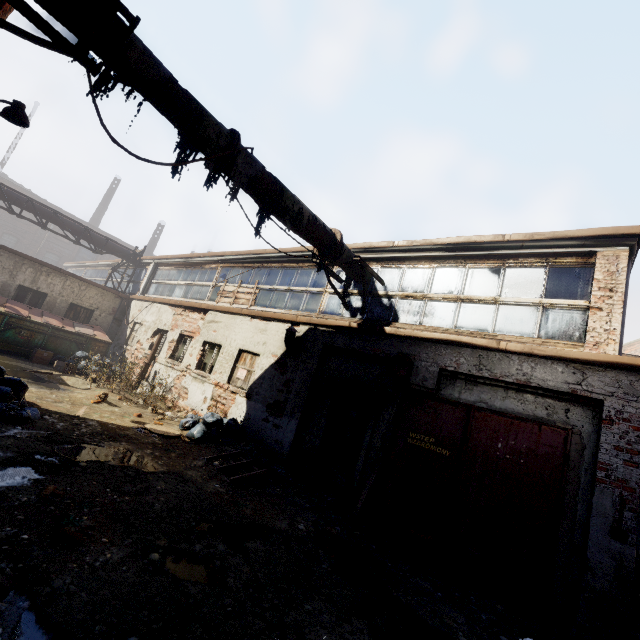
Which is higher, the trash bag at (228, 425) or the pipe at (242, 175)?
the pipe at (242, 175)

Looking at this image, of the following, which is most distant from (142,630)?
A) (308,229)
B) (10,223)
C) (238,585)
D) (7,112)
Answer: (10,223)

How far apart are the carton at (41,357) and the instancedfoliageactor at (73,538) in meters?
11.9 m

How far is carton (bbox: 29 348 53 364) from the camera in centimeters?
1193cm

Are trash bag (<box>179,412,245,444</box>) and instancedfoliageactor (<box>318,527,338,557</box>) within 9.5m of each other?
yes

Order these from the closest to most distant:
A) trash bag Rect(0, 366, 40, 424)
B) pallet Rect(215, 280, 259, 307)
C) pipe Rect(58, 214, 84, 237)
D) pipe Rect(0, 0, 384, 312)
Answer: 1. pipe Rect(0, 0, 384, 312)
2. trash bag Rect(0, 366, 40, 424)
3. pallet Rect(215, 280, 259, 307)
4. pipe Rect(58, 214, 84, 237)

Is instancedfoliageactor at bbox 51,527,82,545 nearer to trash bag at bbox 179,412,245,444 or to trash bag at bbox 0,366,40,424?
trash bag at bbox 0,366,40,424

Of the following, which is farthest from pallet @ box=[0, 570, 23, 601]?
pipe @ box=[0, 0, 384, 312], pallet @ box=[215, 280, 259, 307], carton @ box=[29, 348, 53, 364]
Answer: carton @ box=[29, 348, 53, 364]
